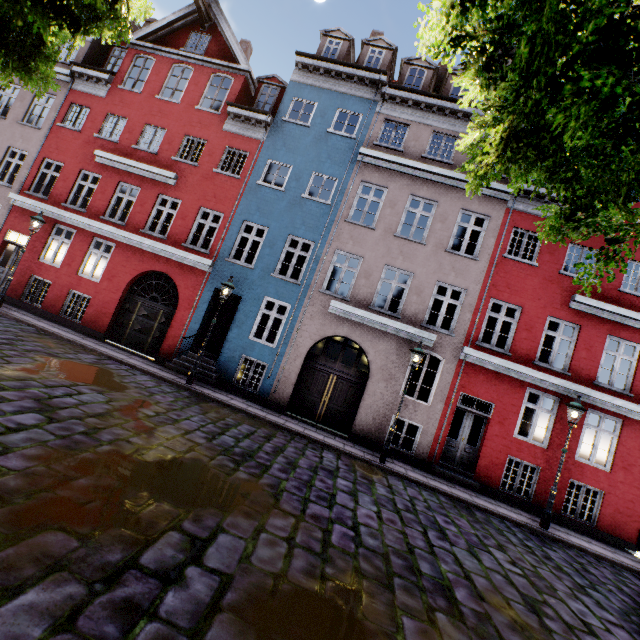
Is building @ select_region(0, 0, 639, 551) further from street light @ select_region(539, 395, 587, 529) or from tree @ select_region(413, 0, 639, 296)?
street light @ select_region(539, 395, 587, 529)

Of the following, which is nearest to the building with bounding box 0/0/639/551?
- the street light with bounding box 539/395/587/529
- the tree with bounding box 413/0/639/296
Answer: the tree with bounding box 413/0/639/296

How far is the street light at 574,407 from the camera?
9.0 meters

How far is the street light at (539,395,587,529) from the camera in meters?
9.0 m

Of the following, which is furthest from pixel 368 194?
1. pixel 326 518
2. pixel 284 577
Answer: pixel 284 577

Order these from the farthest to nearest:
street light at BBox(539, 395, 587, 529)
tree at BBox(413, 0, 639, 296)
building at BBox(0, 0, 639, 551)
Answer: building at BBox(0, 0, 639, 551)
street light at BBox(539, 395, 587, 529)
tree at BBox(413, 0, 639, 296)

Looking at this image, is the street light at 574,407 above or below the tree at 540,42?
below

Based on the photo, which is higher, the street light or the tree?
the tree
